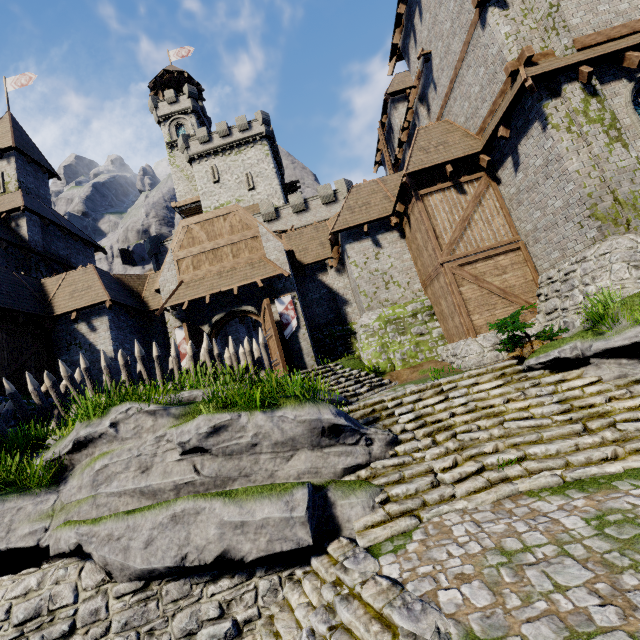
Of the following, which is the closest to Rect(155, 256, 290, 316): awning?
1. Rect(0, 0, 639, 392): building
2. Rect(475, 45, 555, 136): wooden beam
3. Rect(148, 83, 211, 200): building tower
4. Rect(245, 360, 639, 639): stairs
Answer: Rect(0, 0, 639, 392): building

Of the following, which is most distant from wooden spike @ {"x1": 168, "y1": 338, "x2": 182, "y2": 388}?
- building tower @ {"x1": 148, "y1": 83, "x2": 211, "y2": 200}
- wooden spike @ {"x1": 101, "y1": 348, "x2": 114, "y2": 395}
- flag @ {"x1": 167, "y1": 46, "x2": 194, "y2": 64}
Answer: flag @ {"x1": 167, "y1": 46, "x2": 194, "y2": 64}

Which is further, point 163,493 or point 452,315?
point 452,315

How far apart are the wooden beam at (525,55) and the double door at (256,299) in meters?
10.5

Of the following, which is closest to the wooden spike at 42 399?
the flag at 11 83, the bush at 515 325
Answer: the bush at 515 325

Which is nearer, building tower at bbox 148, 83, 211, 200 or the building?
the building

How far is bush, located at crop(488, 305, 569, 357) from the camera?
9.0m

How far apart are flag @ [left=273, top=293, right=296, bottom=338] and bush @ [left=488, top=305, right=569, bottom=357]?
8.1m
